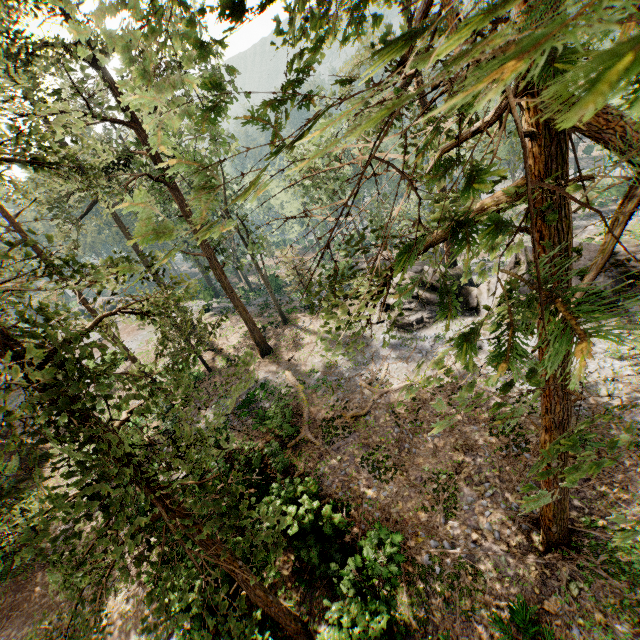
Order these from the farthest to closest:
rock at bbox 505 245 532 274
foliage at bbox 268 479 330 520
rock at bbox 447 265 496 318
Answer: rock at bbox 447 265 496 318 < rock at bbox 505 245 532 274 < foliage at bbox 268 479 330 520

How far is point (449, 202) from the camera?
9.3m

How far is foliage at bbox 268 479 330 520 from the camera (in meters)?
11.88

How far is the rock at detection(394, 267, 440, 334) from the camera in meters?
21.8

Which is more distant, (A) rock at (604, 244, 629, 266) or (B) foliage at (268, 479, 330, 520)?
(A) rock at (604, 244, 629, 266)

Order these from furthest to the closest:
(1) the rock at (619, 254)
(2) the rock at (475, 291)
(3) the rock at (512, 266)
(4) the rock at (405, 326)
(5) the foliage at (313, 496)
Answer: (4) the rock at (405, 326), (2) the rock at (475, 291), (3) the rock at (512, 266), (1) the rock at (619, 254), (5) the foliage at (313, 496)

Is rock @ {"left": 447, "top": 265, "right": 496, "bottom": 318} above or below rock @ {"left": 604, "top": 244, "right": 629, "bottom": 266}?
below

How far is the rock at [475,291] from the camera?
20.6 meters
